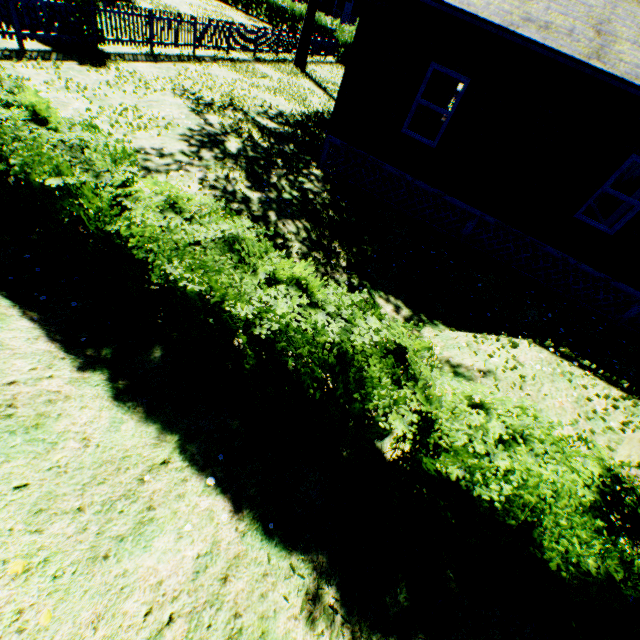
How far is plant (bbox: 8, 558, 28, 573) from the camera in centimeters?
222cm

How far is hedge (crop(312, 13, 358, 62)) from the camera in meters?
26.2

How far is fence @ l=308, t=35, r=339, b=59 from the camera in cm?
2333

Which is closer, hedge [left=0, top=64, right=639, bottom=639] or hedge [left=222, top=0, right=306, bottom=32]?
hedge [left=0, top=64, right=639, bottom=639]

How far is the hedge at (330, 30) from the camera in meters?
26.2 m

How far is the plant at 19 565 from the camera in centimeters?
222cm

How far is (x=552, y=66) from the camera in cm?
692

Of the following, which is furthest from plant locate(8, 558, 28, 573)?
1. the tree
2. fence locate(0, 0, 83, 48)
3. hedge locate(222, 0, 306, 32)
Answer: the tree
